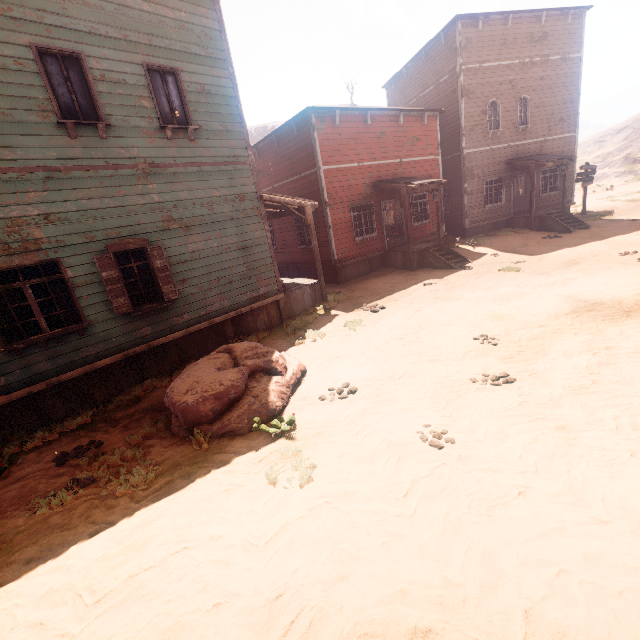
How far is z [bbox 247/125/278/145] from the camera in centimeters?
5841cm

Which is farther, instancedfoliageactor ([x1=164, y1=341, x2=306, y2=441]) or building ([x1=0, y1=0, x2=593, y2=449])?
building ([x1=0, y1=0, x2=593, y2=449])

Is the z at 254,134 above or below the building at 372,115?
above

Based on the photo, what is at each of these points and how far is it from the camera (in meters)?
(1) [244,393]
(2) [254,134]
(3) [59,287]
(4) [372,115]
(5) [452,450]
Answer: (1) instancedfoliageactor, 5.66
(2) z, 58.75
(3) curtain, 6.77
(4) building, 14.22
(5) z, 3.85

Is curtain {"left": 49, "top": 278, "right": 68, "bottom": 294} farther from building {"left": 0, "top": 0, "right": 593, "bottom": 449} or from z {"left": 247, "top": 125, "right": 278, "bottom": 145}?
z {"left": 247, "top": 125, "right": 278, "bottom": 145}

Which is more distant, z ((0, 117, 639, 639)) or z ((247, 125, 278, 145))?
z ((247, 125, 278, 145))

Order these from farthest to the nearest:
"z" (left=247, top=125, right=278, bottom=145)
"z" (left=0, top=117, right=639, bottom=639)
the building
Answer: "z" (left=247, top=125, right=278, bottom=145), the building, "z" (left=0, top=117, right=639, bottom=639)

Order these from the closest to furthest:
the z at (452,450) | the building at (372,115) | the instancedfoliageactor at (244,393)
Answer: the z at (452,450), the instancedfoliageactor at (244,393), the building at (372,115)
